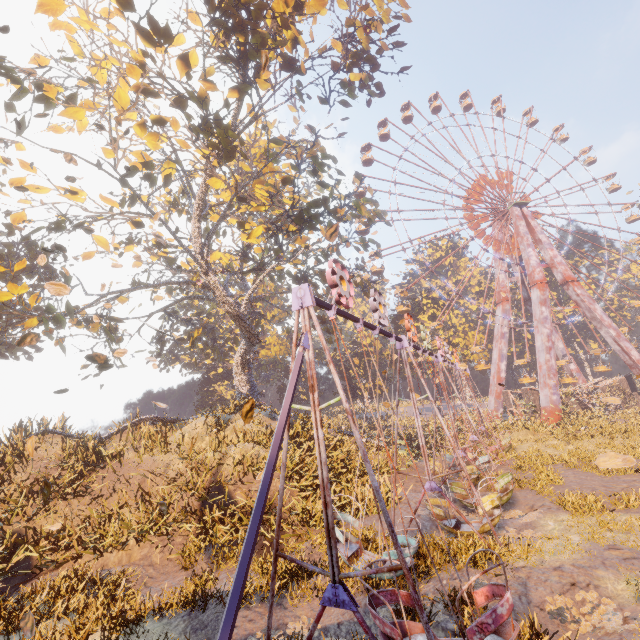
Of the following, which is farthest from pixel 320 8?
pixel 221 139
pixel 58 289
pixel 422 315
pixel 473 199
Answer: pixel 422 315

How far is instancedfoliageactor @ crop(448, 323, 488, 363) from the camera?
43.5 meters

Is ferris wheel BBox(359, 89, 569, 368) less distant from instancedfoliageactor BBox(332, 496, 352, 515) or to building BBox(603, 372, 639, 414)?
building BBox(603, 372, 639, 414)

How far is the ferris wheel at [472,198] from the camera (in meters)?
39.16

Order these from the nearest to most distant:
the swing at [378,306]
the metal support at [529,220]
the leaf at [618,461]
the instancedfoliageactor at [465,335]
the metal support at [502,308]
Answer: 1. the leaf at [618,461]
2. the swing at [378,306]
3. the metal support at [529,220]
4. the metal support at [502,308]
5. the instancedfoliageactor at [465,335]

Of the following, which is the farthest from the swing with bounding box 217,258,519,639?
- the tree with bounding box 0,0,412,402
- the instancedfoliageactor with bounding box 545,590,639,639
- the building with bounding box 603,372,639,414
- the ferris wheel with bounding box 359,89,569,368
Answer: the building with bounding box 603,372,639,414

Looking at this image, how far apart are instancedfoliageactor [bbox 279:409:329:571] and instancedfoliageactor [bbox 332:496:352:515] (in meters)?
1.62

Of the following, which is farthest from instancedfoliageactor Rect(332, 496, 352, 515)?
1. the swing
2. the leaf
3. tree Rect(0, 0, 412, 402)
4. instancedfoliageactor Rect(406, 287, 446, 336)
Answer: instancedfoliageactor Rect(406, 287, 446, 336)
